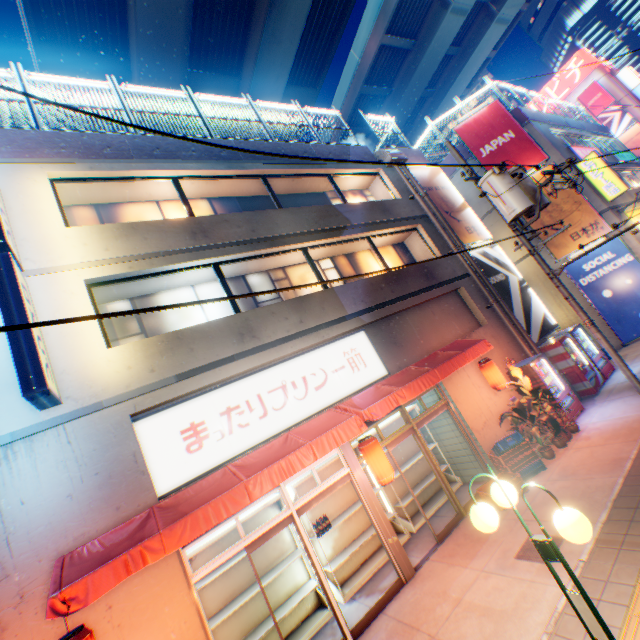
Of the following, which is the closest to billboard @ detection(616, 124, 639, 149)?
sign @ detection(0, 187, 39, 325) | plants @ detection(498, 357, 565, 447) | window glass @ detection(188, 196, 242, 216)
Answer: plants @ detection(498, 357, 565, 447)

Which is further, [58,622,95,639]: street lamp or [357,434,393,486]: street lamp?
[357,434,393,486]: street lamp

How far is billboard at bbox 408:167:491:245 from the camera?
13.6 meters

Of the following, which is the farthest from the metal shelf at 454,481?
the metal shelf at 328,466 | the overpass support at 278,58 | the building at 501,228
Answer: the overpass support at 278,58

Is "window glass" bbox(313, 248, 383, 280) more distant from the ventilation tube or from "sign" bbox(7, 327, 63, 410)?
the ventilation tube

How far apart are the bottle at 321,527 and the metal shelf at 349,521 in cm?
3

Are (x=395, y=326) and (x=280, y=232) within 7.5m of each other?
yes

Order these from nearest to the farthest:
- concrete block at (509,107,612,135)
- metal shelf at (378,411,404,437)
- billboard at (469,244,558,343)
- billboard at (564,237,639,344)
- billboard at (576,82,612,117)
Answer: metal shelf at (378,411,404,437)
billboard at (469,244,558,343)
billboard at (564,237,639,344)
concrete block at (509,107,612,135)
billboard at (576,82,612,117)
